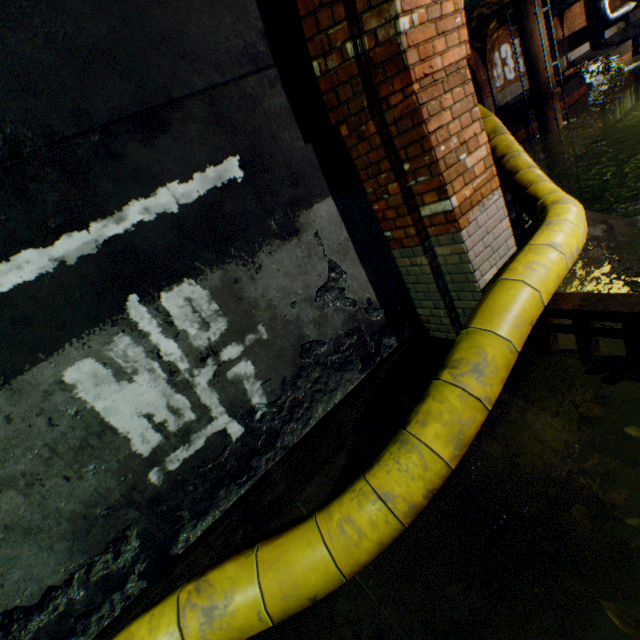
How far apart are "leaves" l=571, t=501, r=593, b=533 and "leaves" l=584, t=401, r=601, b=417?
0.7m

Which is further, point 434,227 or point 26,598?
point 434,227

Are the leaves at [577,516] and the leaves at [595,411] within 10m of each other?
yes

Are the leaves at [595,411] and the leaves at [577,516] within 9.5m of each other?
yes

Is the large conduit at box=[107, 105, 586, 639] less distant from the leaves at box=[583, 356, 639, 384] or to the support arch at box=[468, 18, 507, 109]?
the leaves at box=[583, 356, 639, 384]

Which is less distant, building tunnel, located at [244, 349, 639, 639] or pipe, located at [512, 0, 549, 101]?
building tunnel, located at [244, 349, 639, 639]

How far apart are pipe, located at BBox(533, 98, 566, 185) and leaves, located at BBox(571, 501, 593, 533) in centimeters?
1967cm

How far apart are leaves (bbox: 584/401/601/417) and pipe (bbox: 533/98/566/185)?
18.89m
